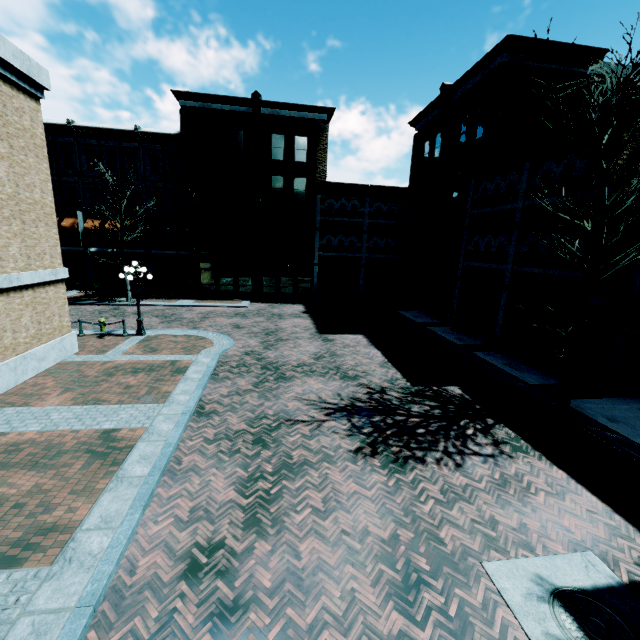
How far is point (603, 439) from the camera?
8.7 meters

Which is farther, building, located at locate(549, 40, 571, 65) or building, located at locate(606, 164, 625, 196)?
building, located at locate(549, 40, 571, 65)

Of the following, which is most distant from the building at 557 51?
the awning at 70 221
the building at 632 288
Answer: the building at 632 288

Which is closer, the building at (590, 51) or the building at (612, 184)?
the building at (612, 184)

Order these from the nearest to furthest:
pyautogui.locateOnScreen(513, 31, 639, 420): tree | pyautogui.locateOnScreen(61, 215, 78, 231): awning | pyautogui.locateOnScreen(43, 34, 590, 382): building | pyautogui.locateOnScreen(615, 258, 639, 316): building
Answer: pyautogui.locateOnScreen(513, 31, 639, 420): tree < pyautogui.locateOnScreen(615, 258, 639, 316): building < pyautogui.locateOnScreen(43, 34, 590, 382): building < pyautogui.locateOnScreen(61, 215, 78, 231): awning

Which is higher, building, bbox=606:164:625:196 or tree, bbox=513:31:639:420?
building, bbox=606:164:625:196

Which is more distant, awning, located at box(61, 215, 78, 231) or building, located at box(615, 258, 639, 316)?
awning, located at box(61, 215, 78, 231)

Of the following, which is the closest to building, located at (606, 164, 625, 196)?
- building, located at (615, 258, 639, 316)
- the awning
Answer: the awning
